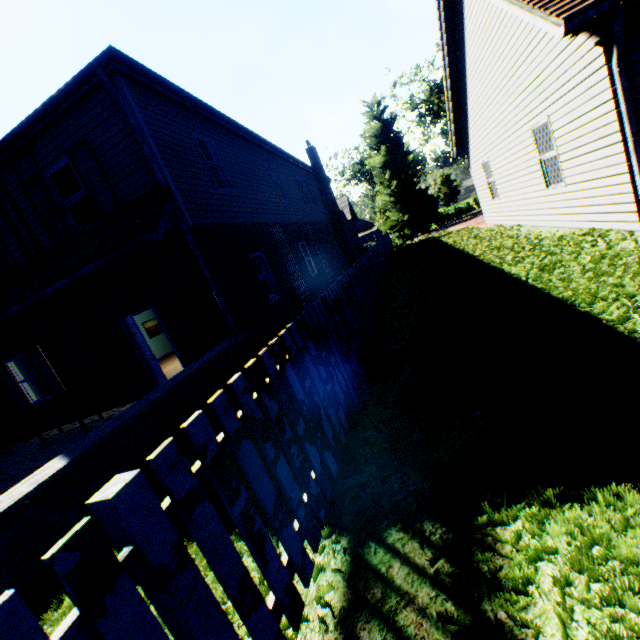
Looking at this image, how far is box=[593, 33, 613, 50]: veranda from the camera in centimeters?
475cm

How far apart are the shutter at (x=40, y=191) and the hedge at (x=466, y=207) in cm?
4842

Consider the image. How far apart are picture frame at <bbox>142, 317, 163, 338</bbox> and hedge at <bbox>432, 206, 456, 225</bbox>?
42.29m

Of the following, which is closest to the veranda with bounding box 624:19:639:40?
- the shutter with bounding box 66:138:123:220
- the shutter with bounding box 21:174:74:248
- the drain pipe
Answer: the drain pipe

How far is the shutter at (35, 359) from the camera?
Answer: 9.5 meters

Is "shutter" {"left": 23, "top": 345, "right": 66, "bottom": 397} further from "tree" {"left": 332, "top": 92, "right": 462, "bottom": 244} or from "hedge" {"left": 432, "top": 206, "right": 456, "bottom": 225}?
"hedge" {"left": 432, "top": 206, "right": 456, "bottom": 225}

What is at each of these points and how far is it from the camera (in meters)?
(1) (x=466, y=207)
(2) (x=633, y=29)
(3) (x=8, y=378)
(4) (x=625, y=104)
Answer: (1) hedge, 47.25
(2) veranda, 4.67
(3) shutter, 10.12
(4) drain pipe, 4.87

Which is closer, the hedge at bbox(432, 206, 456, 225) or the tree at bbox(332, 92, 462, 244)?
the tree at bbox(332, 92, 462, 244)
